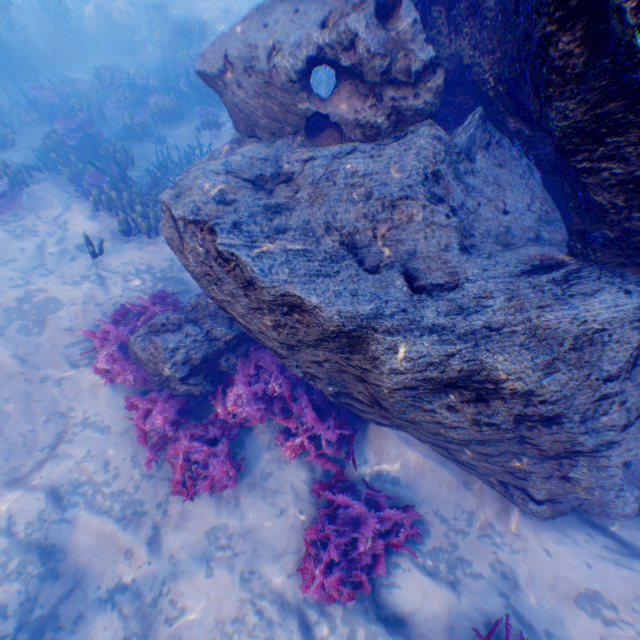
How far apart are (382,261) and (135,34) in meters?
22.3

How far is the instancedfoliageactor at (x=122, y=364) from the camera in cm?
472

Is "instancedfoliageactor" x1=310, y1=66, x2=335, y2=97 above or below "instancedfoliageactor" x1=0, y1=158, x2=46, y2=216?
above

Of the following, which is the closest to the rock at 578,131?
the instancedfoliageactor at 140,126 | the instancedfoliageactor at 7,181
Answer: the instancedfoliageactor at 140,126

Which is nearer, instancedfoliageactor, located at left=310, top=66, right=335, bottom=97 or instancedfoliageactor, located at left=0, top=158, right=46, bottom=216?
instancedfoliageactor, located at left=0, top=158, right=46, bottom=216

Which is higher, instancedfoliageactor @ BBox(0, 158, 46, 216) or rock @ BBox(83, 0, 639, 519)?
rock @ BBox(83, 0, 639, 519)

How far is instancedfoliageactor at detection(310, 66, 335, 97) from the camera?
11.19m

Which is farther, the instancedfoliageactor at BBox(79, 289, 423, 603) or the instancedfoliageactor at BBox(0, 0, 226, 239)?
the instancedfoliageactor at BBox(0, 0, 226, 239)
